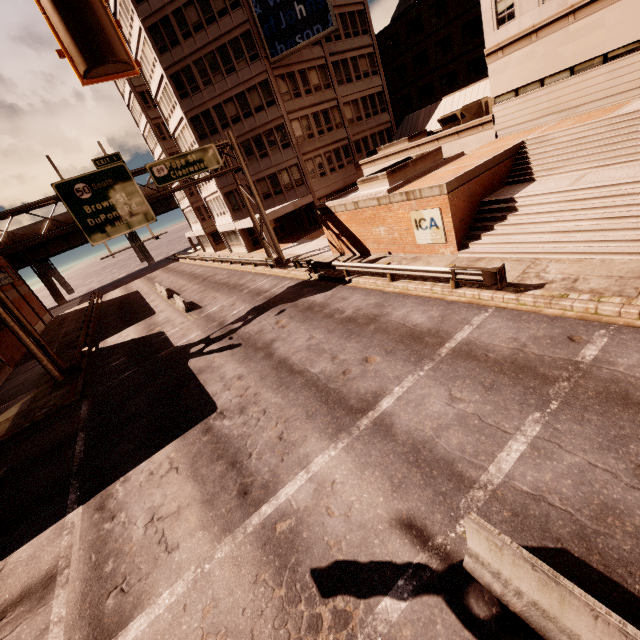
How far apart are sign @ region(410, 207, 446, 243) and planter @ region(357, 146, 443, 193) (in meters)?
2.55

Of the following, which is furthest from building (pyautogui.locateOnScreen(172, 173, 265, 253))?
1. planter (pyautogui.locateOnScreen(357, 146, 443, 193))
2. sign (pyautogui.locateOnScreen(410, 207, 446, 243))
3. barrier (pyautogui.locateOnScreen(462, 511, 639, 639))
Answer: barrier (pyautogui.locateOnScreen(462, 511, 639, 639))

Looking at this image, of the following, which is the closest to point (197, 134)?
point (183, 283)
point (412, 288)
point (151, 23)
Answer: point (151, 23)

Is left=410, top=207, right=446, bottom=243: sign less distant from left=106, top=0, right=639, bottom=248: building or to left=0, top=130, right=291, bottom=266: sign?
left=106, top=0, right=639, bottom=248: building

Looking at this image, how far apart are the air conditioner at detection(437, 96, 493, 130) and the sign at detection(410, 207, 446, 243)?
12.67m

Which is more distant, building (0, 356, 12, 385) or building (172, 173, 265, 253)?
building (172, 173, 265, 253)

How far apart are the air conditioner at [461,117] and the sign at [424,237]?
12.67m

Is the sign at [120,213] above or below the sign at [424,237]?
above
